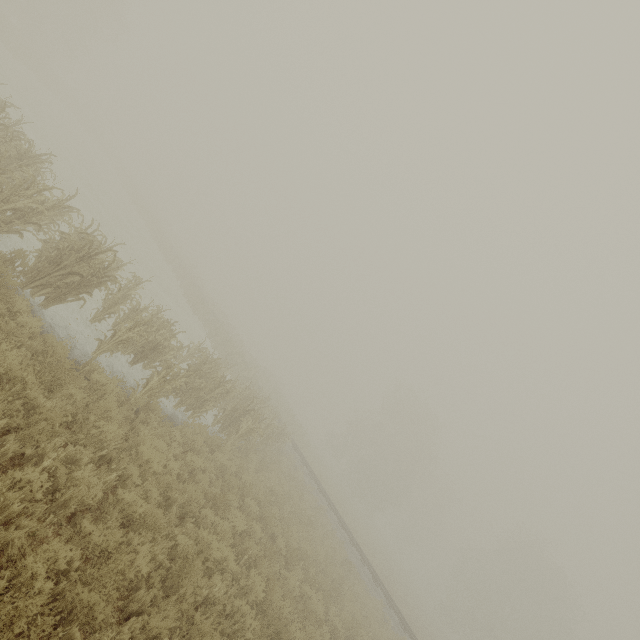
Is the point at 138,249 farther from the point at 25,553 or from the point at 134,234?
the point at 25,553
